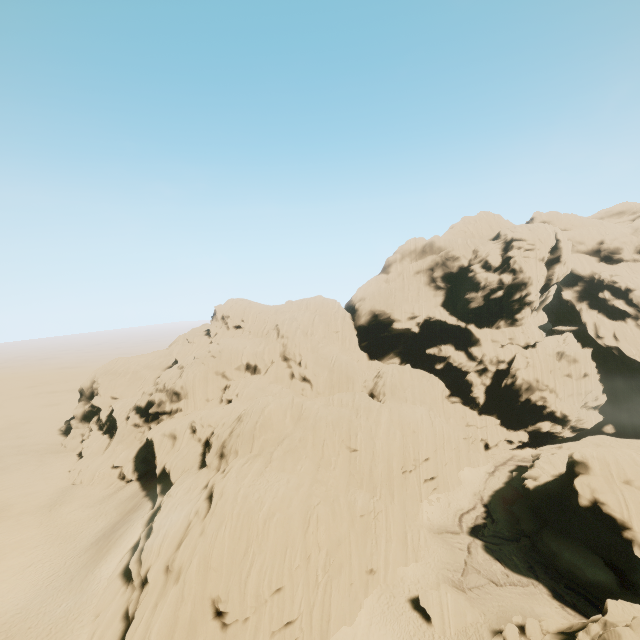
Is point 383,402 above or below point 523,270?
below

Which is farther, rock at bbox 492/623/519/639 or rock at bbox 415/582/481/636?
rock at bbox 415/582/481/636

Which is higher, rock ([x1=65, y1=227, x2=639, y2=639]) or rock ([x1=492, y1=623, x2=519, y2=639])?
rock ([x1=65, y1=227, x2=639, y2=639])

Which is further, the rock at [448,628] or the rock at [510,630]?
the rock at [448,628]
